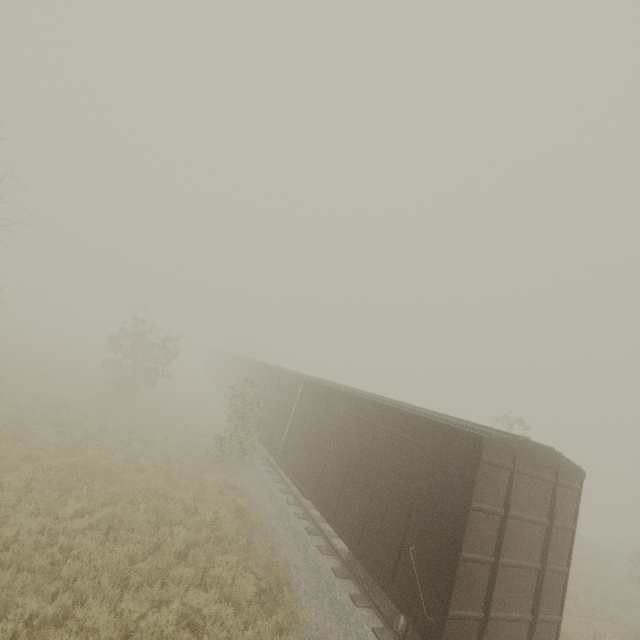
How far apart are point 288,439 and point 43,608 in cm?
852
